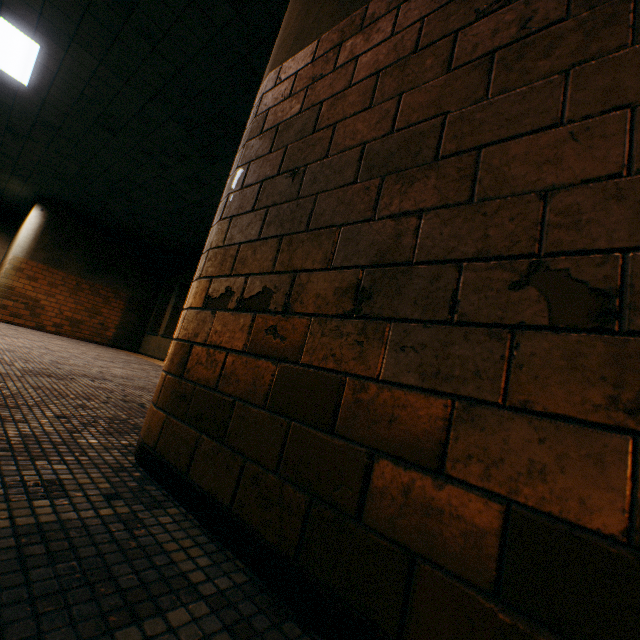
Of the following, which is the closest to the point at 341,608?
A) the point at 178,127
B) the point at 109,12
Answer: the point at 109,12
